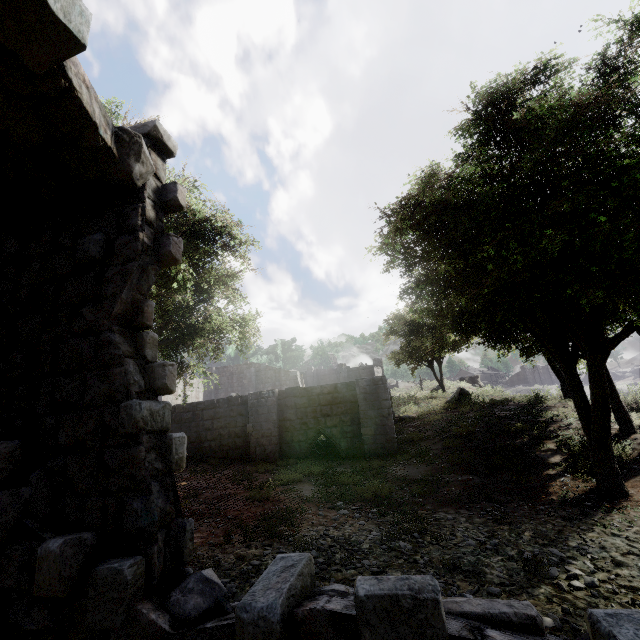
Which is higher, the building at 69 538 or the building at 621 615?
the building at 69 538

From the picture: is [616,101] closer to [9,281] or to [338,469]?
[9,281]

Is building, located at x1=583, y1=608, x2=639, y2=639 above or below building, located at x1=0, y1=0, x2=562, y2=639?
below
